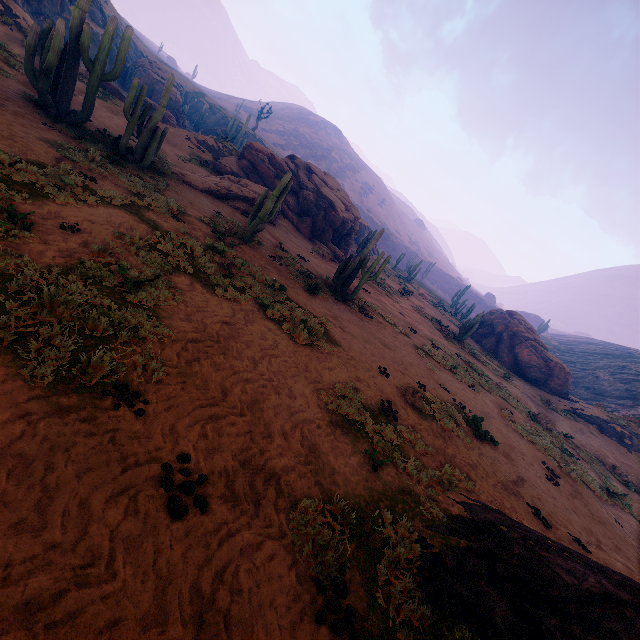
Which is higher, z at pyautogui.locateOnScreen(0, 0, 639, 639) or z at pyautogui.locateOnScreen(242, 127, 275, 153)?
z at pyautogui.locateOnScreen(242, 127, 275, 153)

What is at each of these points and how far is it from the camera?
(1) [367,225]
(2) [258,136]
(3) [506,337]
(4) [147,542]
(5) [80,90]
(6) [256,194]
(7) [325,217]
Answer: (1) z, 45.5m
(2) z, 58.9m
(3) instancedfoliageactor, 32.8m
(4) z, 3.3m
(5) z, 19.5m
(6) instancedfoliageactor, 20.4m
(7) rock, 25.9m

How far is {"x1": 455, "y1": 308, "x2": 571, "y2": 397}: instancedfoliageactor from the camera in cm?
3003

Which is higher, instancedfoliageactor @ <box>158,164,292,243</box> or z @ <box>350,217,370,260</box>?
z @ <box>350,217,370,260</box>

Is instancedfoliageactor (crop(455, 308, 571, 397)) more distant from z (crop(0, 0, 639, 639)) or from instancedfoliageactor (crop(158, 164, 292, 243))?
instancedfoliageactor (crop(158, 164, 292, 243))

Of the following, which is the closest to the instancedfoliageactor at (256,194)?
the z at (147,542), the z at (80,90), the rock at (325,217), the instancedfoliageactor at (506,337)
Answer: the z at (147,542)

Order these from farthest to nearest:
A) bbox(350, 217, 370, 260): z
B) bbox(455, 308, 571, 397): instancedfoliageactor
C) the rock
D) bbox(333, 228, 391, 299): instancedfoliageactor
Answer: bbox(350, 217, 370, 260): z, bbox(455, 308, 571, 397): instancedfoliageactor, the rock, bbox(333, 228, 391, 299): instancedfoliageactor

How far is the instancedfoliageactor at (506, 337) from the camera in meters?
30.0
